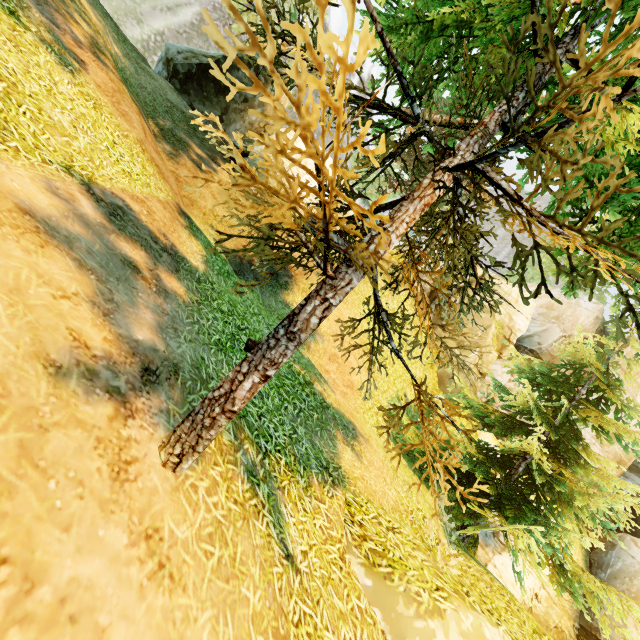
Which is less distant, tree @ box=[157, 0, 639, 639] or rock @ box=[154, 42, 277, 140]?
tree @ box=[157, 0, 639, 639]

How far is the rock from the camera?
13.7m

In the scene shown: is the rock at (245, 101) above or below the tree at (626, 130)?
above

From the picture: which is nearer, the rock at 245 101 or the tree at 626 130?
the tree at 626 130

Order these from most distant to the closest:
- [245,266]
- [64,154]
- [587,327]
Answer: [587,327] → [245,266] → [64,154]

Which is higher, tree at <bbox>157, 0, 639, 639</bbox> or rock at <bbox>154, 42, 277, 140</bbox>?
rock at <bbox>154, 42, 277, 140</bbox>
